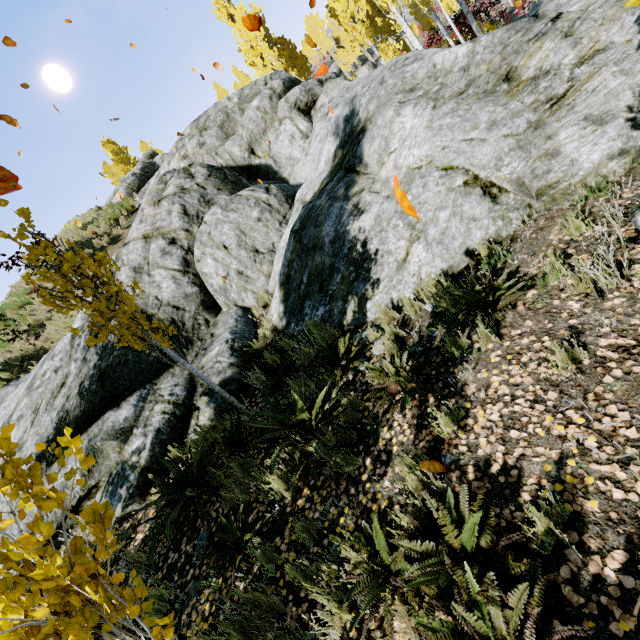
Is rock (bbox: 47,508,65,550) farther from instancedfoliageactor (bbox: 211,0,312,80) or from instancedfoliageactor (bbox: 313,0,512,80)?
instancedfoliageactor (bbox: 211,0,312,80)

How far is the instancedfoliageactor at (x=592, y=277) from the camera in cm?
276

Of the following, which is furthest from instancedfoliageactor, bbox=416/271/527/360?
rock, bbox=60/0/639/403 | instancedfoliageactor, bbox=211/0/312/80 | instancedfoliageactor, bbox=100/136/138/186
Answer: instancedfoliageactor, bbox=100/136/138/186

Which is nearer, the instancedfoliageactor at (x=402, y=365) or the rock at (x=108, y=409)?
the instancedfoliageactor at (x=402, y=365)

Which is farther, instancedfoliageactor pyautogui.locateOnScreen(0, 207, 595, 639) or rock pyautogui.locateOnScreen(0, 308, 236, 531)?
rock pyautogui.locateOnScreen(0, 308, 236, 531)

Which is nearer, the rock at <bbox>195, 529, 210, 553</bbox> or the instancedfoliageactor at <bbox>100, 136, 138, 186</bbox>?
the rock at <bbox>195, 529, 210, 553</bbox>

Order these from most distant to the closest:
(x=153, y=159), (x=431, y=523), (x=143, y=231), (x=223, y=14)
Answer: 1. (x=153, y=159)
2. (x=223, y=14)
3. (x=143, y=231)
4. (x=431, y=523)
